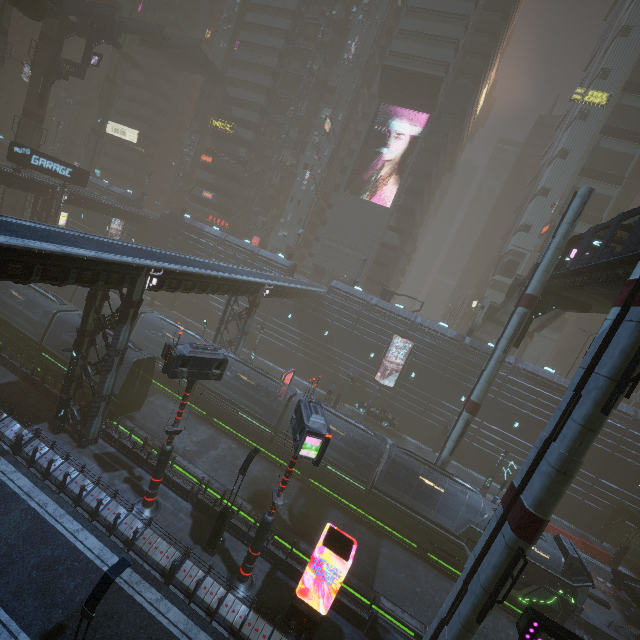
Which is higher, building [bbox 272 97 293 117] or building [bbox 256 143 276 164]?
Result: building [bbox 272 97 293 117]

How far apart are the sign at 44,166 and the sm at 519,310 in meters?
47.3

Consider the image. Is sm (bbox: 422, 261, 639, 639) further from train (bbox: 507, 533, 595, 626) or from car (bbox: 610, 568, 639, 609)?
car (bbox: 610, 568, 639, 609)

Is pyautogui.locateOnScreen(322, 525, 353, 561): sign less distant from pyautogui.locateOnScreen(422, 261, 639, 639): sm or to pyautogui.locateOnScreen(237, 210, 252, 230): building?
pyautogui.locateOnScreen(237, 210, 252, 230): building

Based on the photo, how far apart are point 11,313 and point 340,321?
31.7 meters

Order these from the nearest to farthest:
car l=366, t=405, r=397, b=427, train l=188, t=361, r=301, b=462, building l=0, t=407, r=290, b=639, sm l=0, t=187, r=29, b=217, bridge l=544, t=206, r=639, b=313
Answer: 1. building l=0, t=407, r=290, b=639
2. bridge l=544, t=206, r=639, b=313
3. train l=188, t=361, r=301, b=462
4. car l=366, t=405, r=397, b=427
5. sm l=0, t=187, r=29, b=217

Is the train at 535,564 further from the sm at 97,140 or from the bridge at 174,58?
the sm at 97,140

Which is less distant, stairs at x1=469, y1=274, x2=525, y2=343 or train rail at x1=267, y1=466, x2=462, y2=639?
train rail at x1=267, y1=466, x2=462, y2=639
